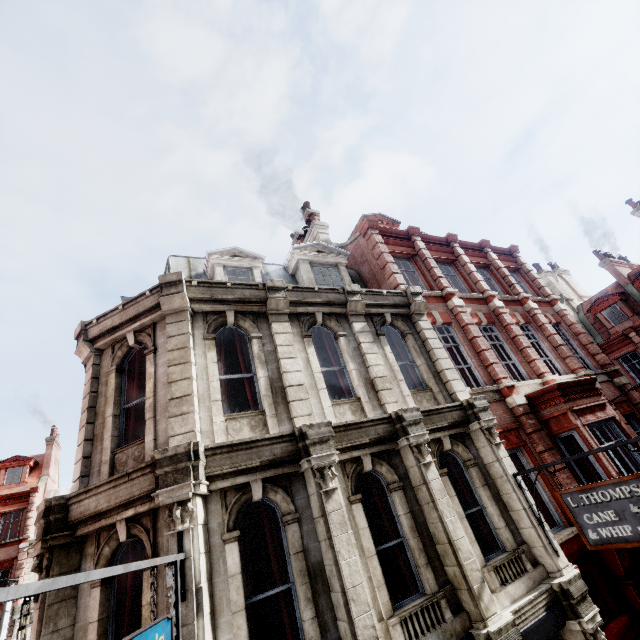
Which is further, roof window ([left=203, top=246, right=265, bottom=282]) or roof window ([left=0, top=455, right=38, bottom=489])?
roof window ([left=0, top=455, right=38, bottom=489])

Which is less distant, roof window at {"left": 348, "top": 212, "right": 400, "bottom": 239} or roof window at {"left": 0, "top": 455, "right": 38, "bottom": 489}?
roof window at {"left": 348, "top": 212, "right": 400, "bottom": 239}

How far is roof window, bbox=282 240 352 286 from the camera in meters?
11.8 m

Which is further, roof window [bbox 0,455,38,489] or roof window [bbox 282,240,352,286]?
roof window [bbox 0,455,38,489]

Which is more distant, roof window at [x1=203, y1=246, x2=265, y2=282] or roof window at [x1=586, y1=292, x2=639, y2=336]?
roof window at [x1=586, y1=292, x2=639, y2=336]

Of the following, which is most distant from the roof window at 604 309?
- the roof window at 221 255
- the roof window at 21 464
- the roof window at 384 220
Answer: the roof window at 21 464

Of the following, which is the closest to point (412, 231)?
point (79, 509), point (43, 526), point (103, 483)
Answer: point (103, 483)

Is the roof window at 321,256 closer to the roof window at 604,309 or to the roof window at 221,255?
the roof window at 221,255
